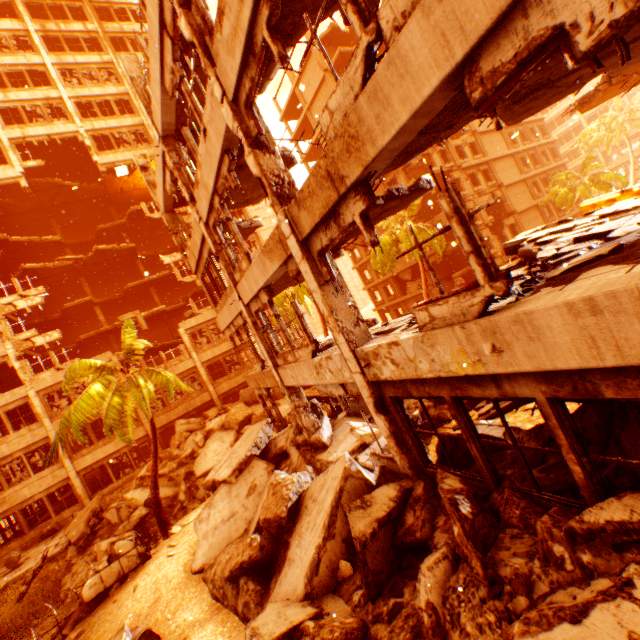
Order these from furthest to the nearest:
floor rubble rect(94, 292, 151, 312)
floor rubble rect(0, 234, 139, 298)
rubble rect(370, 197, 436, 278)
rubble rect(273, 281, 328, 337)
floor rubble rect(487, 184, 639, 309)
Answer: floor rubble rect(94, 292, 151, 312)
floor rubble rect(0, 234, 139, 298)
rubble rect(370, 197, 436, 278)
rubble rect(273, 281, 328, 337)
floor rubble rect(487, 184, 639, 309)

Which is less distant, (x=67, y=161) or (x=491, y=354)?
(x=491, y=354)

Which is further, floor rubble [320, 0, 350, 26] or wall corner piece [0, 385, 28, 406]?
wall corner piece [0, 385, 28, 406]

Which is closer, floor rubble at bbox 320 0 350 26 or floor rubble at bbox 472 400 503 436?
floor rubble at bbox 320 0 350 26

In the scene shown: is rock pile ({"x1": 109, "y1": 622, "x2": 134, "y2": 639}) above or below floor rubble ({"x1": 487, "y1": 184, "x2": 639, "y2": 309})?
below

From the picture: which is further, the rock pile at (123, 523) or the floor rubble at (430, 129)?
the rock pile at (123, 523)

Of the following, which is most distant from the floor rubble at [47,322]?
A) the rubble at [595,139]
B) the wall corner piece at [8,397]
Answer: the rubble at [595,139]

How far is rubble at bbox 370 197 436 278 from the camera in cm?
2284
